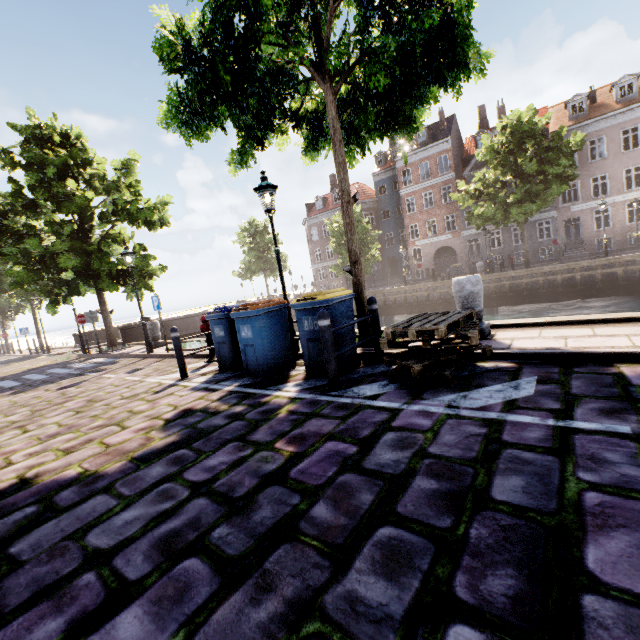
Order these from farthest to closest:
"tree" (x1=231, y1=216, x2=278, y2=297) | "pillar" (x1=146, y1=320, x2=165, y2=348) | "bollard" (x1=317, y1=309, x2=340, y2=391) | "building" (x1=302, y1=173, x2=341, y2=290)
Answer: "building" (x1=302, y1=173, x2=341, y2=290)
"tree" (x1=231, y1=216, x2=278, y2=297)
"pillar" (x1=146, y1=320, x2=165, y2=348)
"bollard" (x1=317, y1=309, x2=340, y2=391)

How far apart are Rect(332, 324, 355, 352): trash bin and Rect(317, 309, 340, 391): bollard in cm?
44

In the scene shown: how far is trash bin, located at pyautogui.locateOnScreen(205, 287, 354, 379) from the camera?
5.0 meters

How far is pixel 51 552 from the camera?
2.2m

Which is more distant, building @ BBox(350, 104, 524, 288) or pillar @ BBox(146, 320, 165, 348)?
building @ BBox(350, 104, 524, 288)

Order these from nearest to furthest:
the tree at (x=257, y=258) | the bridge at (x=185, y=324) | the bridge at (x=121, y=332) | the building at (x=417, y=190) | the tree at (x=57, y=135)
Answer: the tree at (x=57, y=135) → the bridge at (x=121, y=332) → the bridge at (x=185, y=324) → the building at (x=417, y=190) → the tree at (x=257, y=258)

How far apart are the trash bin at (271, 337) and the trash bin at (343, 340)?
0.4m

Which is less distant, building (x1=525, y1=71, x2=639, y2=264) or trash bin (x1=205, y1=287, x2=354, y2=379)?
trash bin (x1=205, y1=287, x2=354, y2=379)
